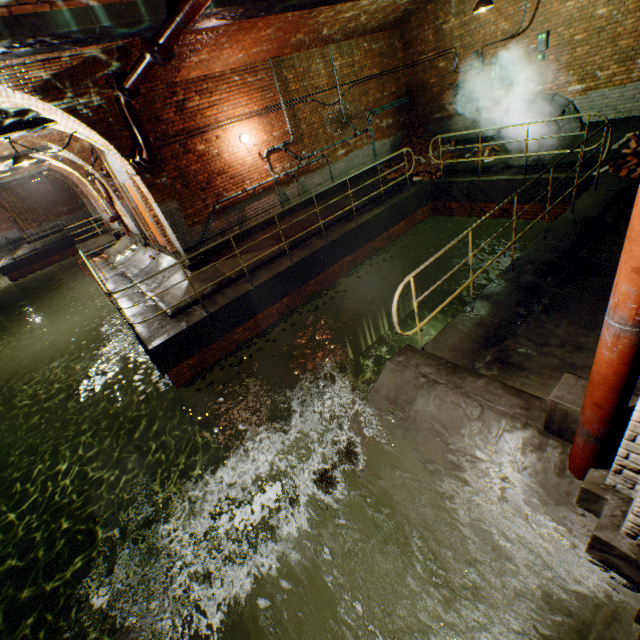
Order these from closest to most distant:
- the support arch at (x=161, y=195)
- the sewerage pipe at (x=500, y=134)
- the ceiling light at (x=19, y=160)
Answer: the ceiling light at (x=19, y=160) < the support arch at (x=161, y=195) < the sewerage pipe at (x=500, y=134)

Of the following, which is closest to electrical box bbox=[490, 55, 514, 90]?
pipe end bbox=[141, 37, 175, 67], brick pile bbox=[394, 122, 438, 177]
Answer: brick pile bbox=[394, 122, 438, 177]

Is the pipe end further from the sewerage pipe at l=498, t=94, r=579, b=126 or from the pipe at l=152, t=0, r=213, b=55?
the sewerage pipe at l=498, t=94, r=579, b=126

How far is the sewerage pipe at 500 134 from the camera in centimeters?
1003cm

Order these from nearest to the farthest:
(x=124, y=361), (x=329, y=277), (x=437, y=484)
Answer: (x=437, y=484), (x=329, y=277), (x=124, y=361)

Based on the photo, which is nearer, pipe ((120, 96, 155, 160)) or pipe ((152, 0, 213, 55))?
pipe ((152, 0, 213, 55))

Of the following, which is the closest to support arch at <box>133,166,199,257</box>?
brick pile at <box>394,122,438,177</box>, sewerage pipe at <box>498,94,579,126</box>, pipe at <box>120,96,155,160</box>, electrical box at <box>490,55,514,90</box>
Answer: pipe at <box>120,96,155,160</box>

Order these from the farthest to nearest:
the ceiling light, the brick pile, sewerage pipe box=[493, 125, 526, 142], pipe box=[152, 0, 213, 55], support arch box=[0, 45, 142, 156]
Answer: the brick pile, sewerage pipe box=[493, 125, 526, 142], the ceiling light, support arch box=[0, 45, 142, 156], pipe box=[152, 0, 213, 55]
